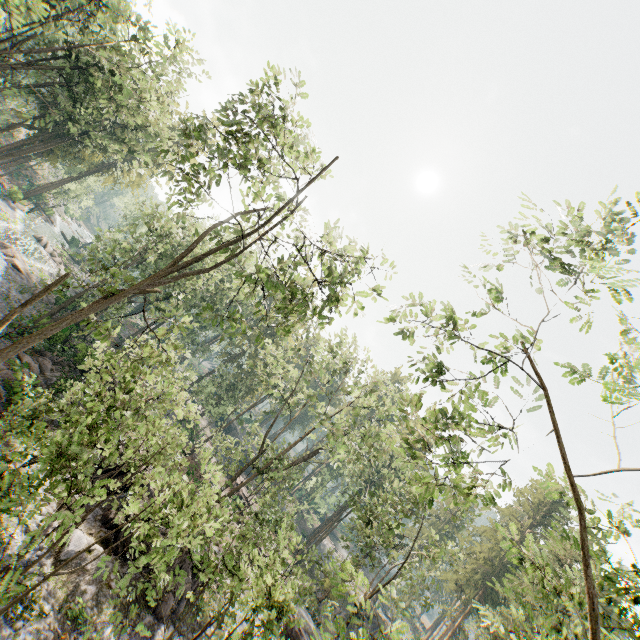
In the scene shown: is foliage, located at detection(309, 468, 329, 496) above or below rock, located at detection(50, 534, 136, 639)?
above

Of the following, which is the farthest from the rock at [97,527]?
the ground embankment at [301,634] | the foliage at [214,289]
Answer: the ground embankment at [301,634]

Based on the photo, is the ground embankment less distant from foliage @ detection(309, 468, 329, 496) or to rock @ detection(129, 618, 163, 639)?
foliage @ detection(309, 468, 329, 496)

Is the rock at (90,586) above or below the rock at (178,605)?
below

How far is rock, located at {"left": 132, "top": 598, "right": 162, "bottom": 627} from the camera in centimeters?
1553cm

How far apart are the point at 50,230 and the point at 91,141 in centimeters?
3720cm

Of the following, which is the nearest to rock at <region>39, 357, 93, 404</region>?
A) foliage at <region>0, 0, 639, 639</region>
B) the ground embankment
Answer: foliage at <region>0, 0, 639, 639</region>
